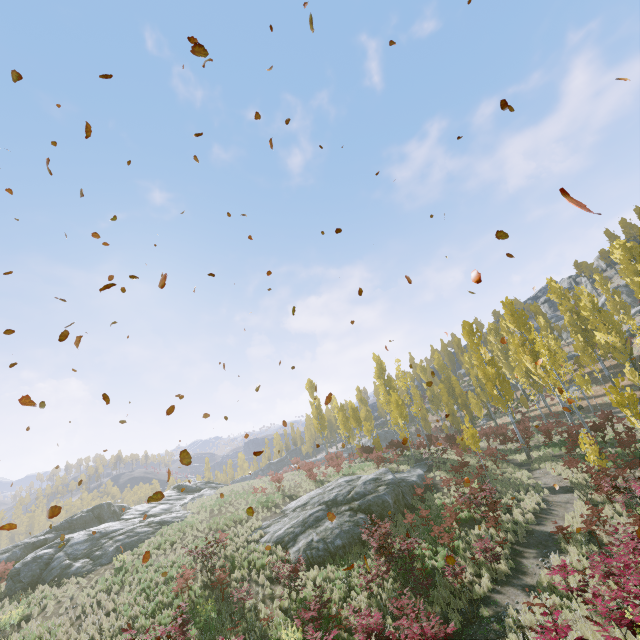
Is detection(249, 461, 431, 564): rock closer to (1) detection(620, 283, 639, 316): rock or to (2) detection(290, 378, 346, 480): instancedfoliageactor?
(2) detection(290, 378, 346, 480): instancedfoliageactor

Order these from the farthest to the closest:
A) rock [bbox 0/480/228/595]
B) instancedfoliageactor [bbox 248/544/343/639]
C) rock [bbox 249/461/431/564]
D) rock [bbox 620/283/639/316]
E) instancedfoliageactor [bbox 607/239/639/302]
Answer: rock [bbox 620/283/639/316] < instancedfoliageactor [bbox 607/239/639/302] < rock [bbox 0/480/228/595] < rock [bbox 249/461/431/564] < instancedfoliageactor [bbox 248/544/343/639]

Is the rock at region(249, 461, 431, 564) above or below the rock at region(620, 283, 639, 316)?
below

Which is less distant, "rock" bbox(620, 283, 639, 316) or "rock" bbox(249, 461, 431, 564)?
"rock" bbox(249, 461, 431, 564)

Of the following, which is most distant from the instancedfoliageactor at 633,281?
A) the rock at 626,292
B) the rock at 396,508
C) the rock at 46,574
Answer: the rock at 626,292

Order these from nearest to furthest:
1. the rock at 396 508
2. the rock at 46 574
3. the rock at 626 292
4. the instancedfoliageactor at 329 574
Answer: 1. the instancedfoliageactor at 329 574
2. the rock at 396 508
3. the rock at 46 574
4. the rock at 626 292

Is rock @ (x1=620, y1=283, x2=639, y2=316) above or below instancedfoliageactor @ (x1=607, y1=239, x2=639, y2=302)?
above

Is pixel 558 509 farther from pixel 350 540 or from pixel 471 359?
pixel 471 359
